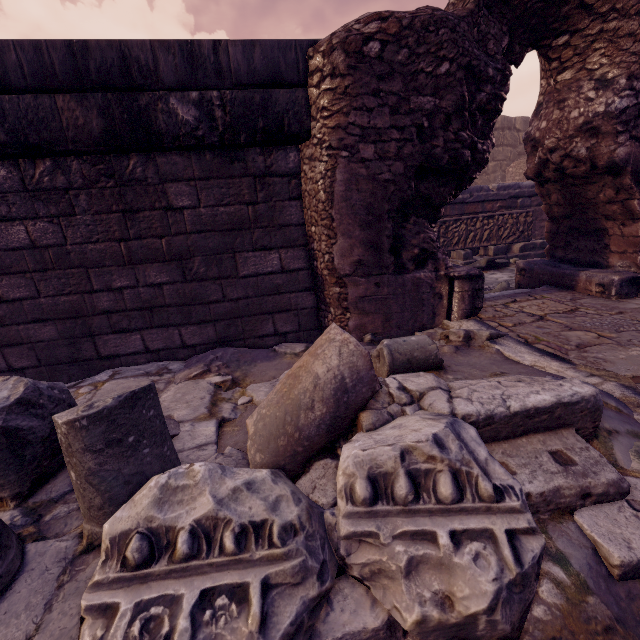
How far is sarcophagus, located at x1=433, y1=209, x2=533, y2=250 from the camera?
8.0 meters

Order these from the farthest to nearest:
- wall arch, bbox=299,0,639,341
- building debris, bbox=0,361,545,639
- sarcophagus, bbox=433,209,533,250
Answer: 1. sarcophagus, bbox=433,209,533,250
2. wall arch, bbox=299,0,639,341
3. building debris, bbox=0,361,545,639

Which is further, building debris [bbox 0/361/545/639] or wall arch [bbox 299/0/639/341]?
wall arch [bbox 299/0/639/341]

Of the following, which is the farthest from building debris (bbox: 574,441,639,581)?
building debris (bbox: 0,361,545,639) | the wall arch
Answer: the wall arch

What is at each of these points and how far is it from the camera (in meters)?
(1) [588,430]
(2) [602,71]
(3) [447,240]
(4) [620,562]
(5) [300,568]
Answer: (1) debris pile, 1.46
(2) wall arch, 3.10
(3) sarcophagus, 8.09
(4) building debris, 1.00
(5) building debris, 0.85

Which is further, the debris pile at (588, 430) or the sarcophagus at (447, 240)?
the sarcophagus at (447, 240)

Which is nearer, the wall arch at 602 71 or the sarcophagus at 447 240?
the wall arch at 602 71

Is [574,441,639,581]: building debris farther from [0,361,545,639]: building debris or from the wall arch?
the wall arch
